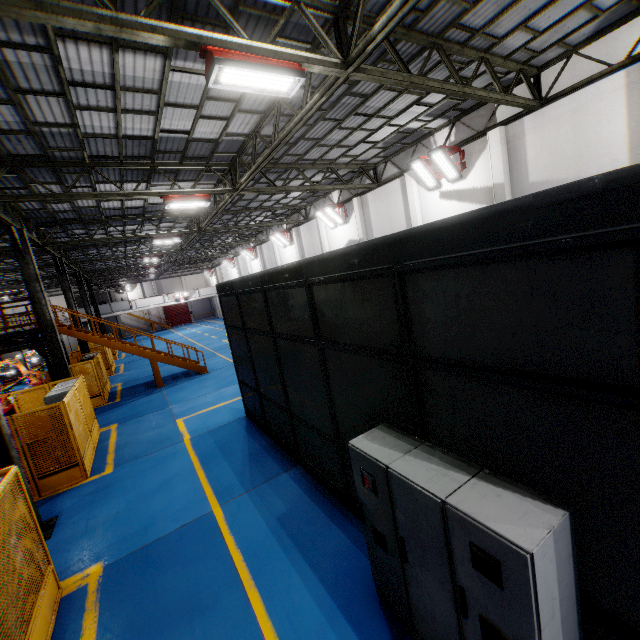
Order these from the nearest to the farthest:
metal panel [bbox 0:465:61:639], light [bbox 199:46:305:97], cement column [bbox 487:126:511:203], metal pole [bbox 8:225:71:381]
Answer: metal panel [bbox 0:465:61:639], light [bbox 199:46:305:97], cement column [bbox 487:126:511:203], metal pole [bbox 8:225:71:381]

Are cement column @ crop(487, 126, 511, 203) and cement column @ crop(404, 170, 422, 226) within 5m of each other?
yes

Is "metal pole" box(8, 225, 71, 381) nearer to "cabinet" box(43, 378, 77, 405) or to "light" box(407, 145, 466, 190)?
"cabinet" box(43, 378, 77, 405)

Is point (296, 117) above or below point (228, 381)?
above

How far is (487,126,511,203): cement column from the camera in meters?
11.0

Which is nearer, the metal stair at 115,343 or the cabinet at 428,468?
the cabinet at 428,468

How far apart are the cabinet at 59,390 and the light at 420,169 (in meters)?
14.79

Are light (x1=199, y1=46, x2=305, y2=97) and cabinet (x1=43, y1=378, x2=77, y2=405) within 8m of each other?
no
